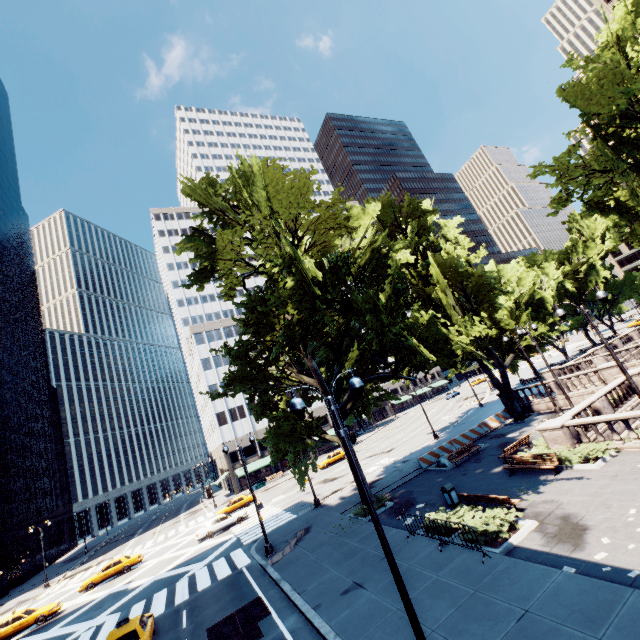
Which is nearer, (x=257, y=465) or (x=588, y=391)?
(x=588, y=391)

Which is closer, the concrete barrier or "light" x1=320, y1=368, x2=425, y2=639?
"light" x1=320, y1=368, x2=425, y2=639

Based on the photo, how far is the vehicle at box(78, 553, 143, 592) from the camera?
30.01m

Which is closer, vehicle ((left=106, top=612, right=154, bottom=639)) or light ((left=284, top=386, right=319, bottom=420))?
light ((left=284, top=386, right=319, bottom=420))

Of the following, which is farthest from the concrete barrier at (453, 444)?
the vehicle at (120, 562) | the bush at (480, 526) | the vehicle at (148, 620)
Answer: the vehicle at (120, 562)

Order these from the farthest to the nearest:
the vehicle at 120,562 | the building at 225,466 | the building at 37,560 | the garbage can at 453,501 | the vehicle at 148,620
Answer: the building at 225,466
the building at 37,560
the vehicle at 120,562
the garbage can at 453,501
the vehicle at 148,620

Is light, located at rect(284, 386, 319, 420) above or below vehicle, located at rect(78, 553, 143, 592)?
above

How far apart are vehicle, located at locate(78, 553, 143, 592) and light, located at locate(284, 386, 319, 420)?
35.9m
